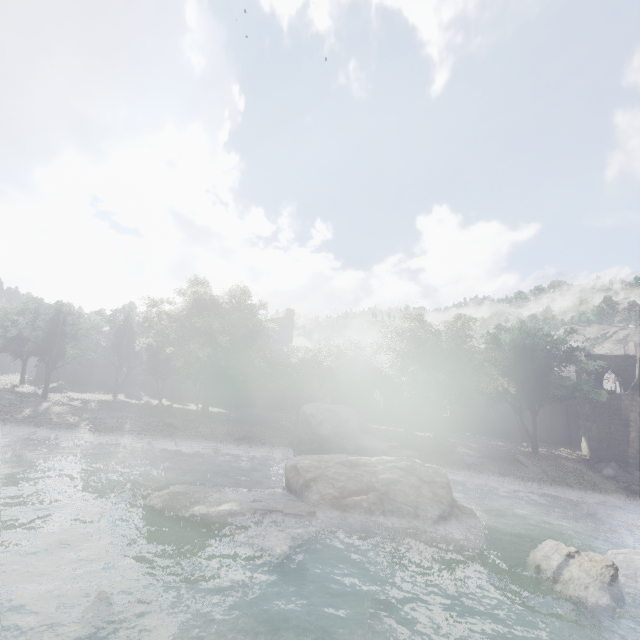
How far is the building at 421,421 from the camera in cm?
4119

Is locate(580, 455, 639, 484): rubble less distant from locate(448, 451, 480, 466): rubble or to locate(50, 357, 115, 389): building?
locate(50, 357, 115, 389): building

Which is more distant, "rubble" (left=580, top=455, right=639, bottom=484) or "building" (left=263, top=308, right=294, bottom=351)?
"building" (left=263, top=308, right=294, bottom=351)

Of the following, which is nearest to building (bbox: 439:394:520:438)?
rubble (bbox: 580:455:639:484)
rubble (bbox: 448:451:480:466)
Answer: rubble (bbox: 580:455:639:484)

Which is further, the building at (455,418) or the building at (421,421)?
the building at (421,421)

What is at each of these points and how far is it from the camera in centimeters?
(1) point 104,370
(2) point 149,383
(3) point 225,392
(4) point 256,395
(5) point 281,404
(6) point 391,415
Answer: (1) building, 4025cm
(2) building, 4081cm
(3) building, 4209cm
(4) building, 4259cm
(5) building, 4253cm
(6) building, 4197cm

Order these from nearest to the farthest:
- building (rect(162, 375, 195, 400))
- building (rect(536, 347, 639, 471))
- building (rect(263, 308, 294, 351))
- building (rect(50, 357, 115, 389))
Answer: building (rect(536, 347, 639, 471)), building (rect(50, 357, 115, 389)), building (rect(162, 375, 195, 400)), building (rect(263, 308, 294, 351))
